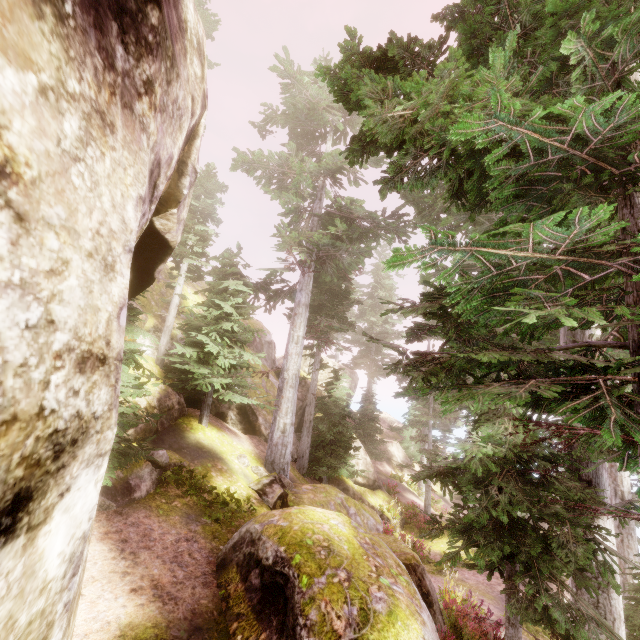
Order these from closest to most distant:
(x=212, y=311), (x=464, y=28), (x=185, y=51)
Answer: (x=464, y=28) < (x=185, y=51) < (x=212, y=311)

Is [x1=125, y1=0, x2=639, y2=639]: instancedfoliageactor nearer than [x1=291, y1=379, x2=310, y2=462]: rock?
Yes

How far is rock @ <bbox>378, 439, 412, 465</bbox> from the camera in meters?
31.4

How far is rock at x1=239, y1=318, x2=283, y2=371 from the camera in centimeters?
2154cm

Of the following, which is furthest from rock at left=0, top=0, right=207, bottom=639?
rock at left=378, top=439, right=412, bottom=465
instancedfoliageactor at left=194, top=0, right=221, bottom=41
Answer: rock at left=378, top=439, right=412, bottom=465

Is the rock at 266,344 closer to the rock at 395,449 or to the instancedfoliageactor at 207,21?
the instancedfoliageactor at 207,21

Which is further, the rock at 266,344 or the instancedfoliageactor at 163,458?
the rock at 266,344
